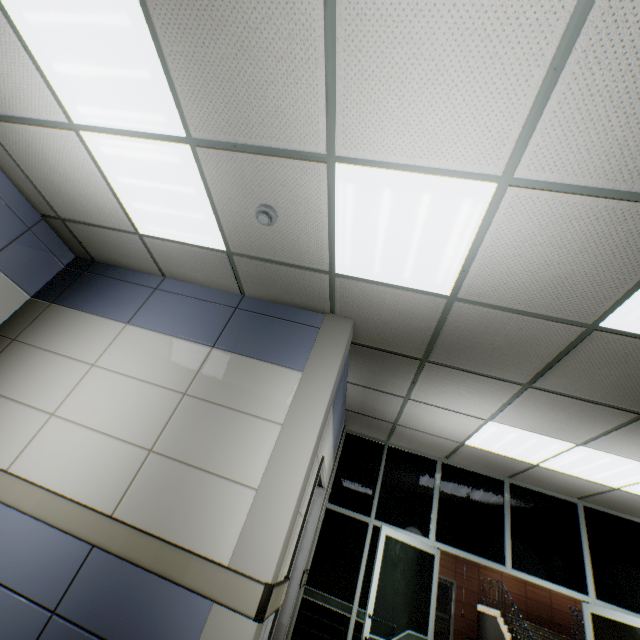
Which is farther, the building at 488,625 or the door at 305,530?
the building at 488,625

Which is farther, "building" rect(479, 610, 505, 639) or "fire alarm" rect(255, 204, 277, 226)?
"building" rect(479, 610, 505, 639)

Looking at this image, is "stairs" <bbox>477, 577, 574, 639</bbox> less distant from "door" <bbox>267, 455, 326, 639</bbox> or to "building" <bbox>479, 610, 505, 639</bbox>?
"building" <bbox>479, 610, 505, 639</bbox>

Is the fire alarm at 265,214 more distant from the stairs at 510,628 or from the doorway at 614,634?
the stairs at 510,628

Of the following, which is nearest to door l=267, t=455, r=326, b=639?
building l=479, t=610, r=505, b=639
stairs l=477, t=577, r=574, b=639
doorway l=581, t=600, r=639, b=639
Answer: doorway l=581, t=600, r=639, b=639

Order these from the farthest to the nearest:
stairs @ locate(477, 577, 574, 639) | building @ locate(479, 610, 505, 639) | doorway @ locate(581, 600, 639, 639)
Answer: building @ locate(479, 610, 505, 639) < stairs @ locate(477, 577, 574, 639) < doorway @ locate(581, 600, 639, 639)

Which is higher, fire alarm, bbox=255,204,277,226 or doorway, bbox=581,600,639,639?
fire alarm, bbox=255,204,277,226

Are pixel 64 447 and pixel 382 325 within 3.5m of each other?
yes
